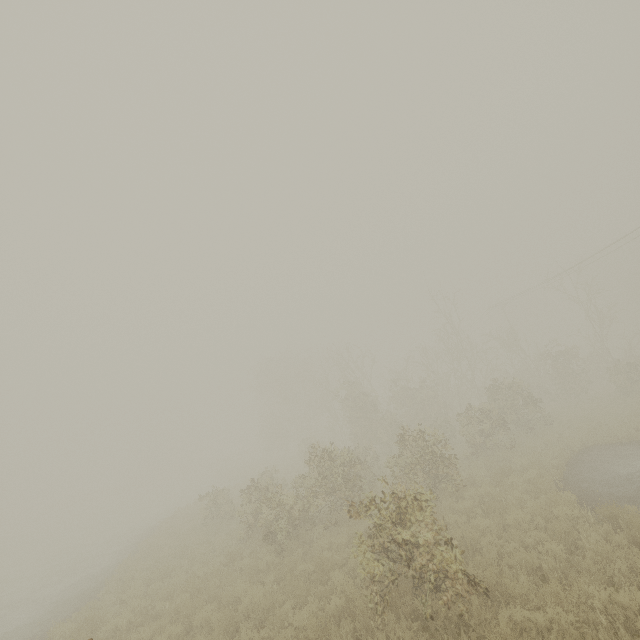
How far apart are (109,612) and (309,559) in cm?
Result: 619
